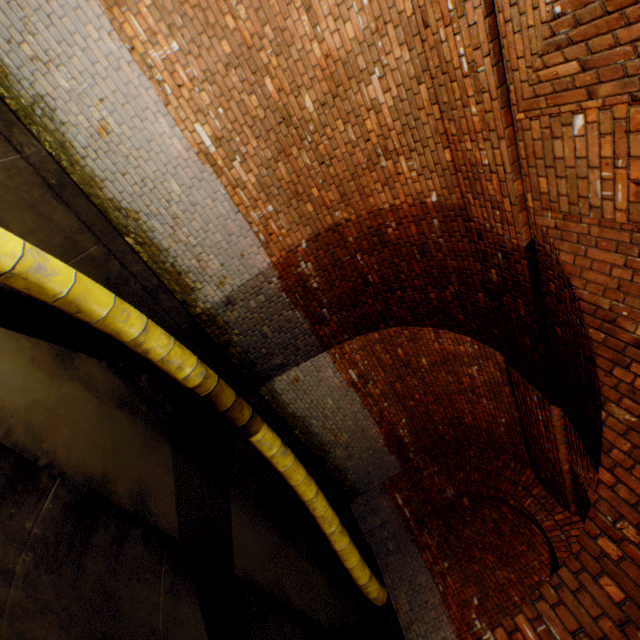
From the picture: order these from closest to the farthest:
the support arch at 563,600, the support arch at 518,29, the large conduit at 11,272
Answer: the support arch at 518,29 < the support arch at 563,600 < the large conduit at 11,272

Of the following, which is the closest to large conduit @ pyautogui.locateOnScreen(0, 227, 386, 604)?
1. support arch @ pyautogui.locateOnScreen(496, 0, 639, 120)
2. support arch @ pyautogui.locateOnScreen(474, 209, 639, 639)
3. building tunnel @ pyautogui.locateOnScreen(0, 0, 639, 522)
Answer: building tunnel @ pyautogui.locateOnScreen(0, 0, 639, 522)

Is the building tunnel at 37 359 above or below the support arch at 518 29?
below

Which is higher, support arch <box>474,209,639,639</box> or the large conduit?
support arch <box>474,209,639,639</box>

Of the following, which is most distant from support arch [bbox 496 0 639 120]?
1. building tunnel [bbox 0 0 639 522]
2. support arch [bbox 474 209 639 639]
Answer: support arch [bbox 474 209 639 639]

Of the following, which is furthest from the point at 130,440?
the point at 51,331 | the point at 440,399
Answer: the point at 440,399

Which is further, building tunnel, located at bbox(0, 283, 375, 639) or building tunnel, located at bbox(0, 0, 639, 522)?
building tunnel, located at bbox(0, 0, 639, 522)
